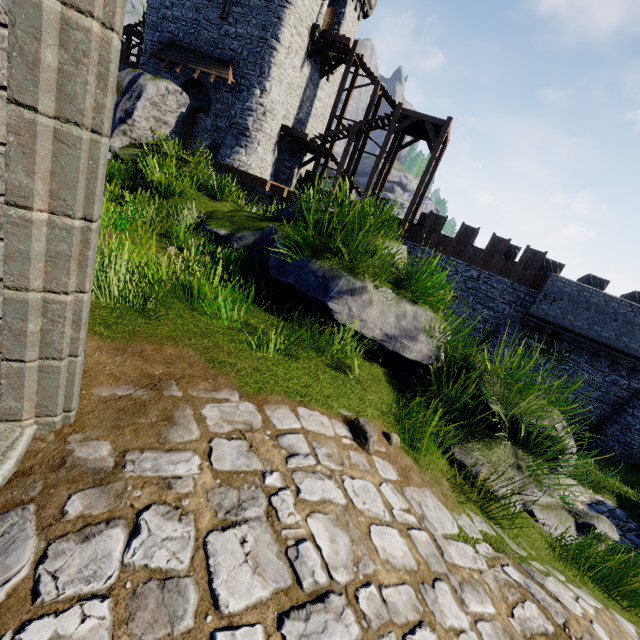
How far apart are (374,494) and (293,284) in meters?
2.8 m

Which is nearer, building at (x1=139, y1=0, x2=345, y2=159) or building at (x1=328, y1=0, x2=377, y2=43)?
building at (x1=139, y1=0, x2=345, y2=159)

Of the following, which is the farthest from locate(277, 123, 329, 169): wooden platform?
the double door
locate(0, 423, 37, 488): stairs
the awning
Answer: locate(0, 423, 37, 488): stairs

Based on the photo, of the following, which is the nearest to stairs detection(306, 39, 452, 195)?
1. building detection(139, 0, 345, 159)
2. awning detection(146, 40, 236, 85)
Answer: building detection(139, 0, 345, 159)

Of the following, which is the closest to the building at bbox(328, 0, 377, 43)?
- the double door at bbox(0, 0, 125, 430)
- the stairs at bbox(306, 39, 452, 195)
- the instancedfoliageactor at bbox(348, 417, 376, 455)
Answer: the stairs at bbox(306, 39, 452, 195)

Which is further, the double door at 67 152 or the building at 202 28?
the building at 202 28

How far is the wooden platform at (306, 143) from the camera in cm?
1992

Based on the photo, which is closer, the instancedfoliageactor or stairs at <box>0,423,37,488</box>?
stairs at <box>0,423,37,488</box>
